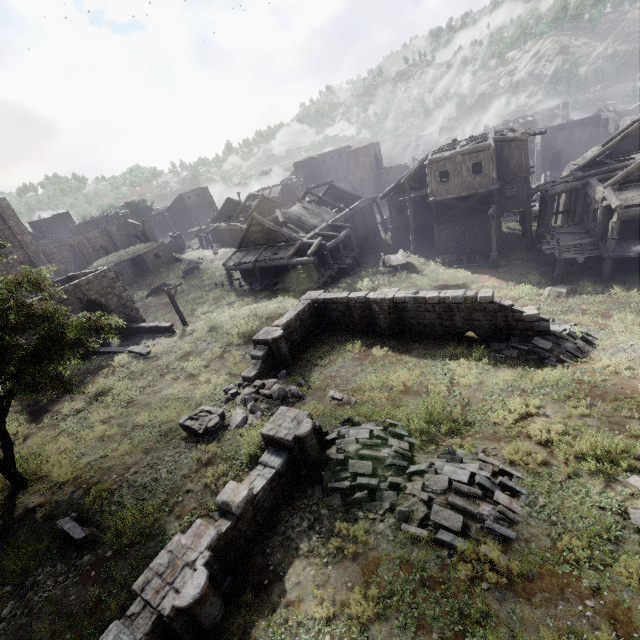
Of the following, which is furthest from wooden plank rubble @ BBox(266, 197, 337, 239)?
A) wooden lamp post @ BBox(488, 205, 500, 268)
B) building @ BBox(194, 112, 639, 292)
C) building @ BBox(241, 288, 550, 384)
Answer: building @ BBox(241, 288, 550, 384)

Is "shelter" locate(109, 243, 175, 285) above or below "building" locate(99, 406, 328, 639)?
above

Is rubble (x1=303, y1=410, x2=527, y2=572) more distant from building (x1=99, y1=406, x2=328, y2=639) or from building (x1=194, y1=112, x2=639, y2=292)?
building (x1=194, y1=112, x2=639, y2=292)

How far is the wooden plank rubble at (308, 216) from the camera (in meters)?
30.66

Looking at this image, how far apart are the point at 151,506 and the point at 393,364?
11.3 meters

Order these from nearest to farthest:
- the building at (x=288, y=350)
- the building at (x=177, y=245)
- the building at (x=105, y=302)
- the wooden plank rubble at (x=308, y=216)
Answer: the building at (x=288, y=350) → the building at (x=105, y=302) → the wooden plank rubble at (x=308, y=216) → the building at (x=177, y=245)

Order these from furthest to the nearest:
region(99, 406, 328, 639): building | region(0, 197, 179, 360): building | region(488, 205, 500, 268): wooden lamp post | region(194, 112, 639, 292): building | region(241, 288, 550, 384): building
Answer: region(488, 205, 500, 268): wooden lamp post, region(0, 197, 179, 360): building, region(194, 112, 639, 292): building, region(241, 288, 550, 384): building, region(99, 406, 328, 639): building

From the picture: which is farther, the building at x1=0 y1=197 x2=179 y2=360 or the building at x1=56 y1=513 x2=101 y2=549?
the building at x1=0 y1=197 x2=179 y2=360
